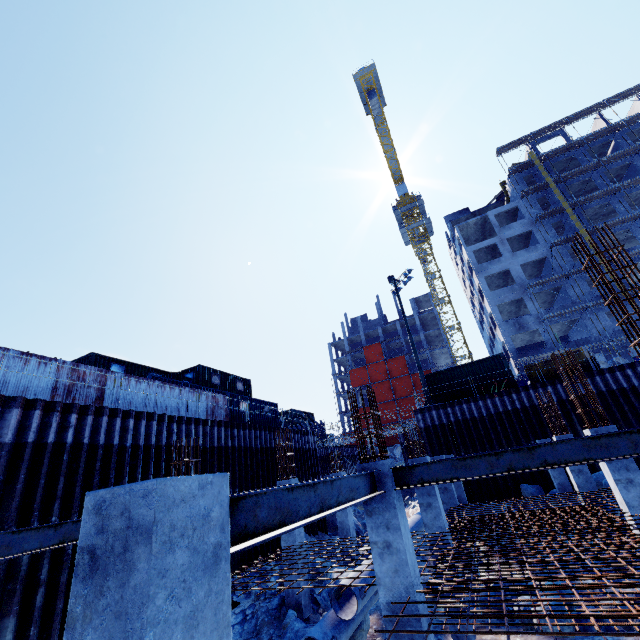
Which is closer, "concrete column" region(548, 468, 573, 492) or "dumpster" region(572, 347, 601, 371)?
"concrete column" region(548, 468, 573, 492)

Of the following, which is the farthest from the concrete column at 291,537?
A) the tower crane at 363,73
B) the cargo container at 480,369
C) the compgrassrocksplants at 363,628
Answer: the tower crane at 363,73

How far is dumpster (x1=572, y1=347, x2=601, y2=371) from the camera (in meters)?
19.92

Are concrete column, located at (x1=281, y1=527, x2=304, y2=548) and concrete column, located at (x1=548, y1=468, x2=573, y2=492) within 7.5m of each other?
no

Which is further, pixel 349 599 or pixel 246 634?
pixel 246 634

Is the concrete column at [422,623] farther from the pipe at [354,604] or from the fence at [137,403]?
the fence at [137,403]

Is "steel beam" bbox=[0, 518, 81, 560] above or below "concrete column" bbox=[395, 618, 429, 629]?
above

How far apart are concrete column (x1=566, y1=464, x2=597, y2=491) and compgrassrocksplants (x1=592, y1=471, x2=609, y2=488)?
5.61m
